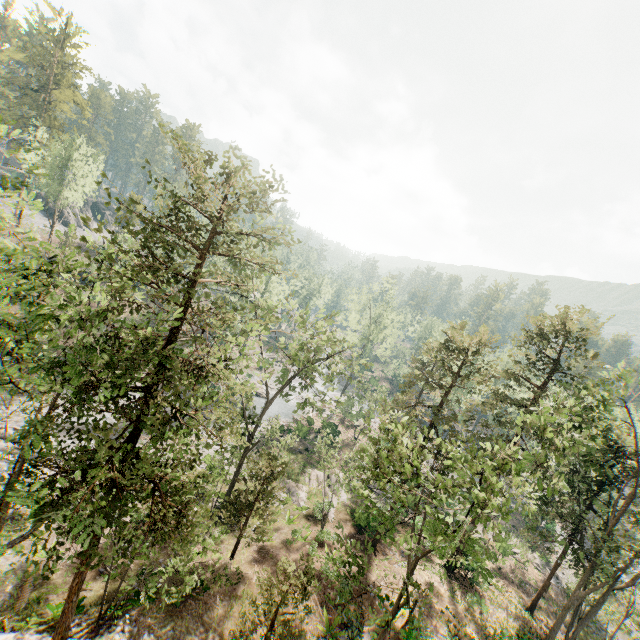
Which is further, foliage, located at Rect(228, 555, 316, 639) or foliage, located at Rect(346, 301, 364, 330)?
foliage, located at Rect(346, 301, 364, 330)

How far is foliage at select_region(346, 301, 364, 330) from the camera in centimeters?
5025cm

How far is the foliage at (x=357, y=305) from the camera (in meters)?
50.25

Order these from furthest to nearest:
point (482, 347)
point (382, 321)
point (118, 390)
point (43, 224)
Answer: point (43, 224) < point (382, 321) < point (482, 347) < point (118, 390)

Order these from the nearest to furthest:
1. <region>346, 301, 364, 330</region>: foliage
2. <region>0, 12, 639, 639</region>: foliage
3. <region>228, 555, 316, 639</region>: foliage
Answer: <region>0, 12, 639, 639</region>: foliage
<region>228, 555, 316, 639</region>: foliage
<region>346, 301, 364, 330</region>: foliage

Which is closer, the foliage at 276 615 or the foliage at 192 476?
the foliage at 192 476
